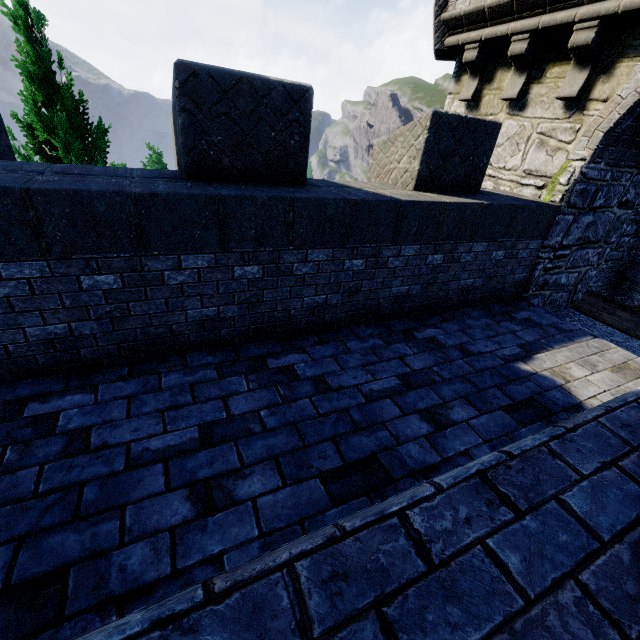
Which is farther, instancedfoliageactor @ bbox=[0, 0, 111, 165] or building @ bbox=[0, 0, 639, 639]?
instancedfoliageactor @ bbox=[0, 0, 111, 165]

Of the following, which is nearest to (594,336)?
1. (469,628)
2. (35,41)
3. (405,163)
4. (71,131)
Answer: (405,163)

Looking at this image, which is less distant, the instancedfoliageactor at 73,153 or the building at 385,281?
the building at 385,281
